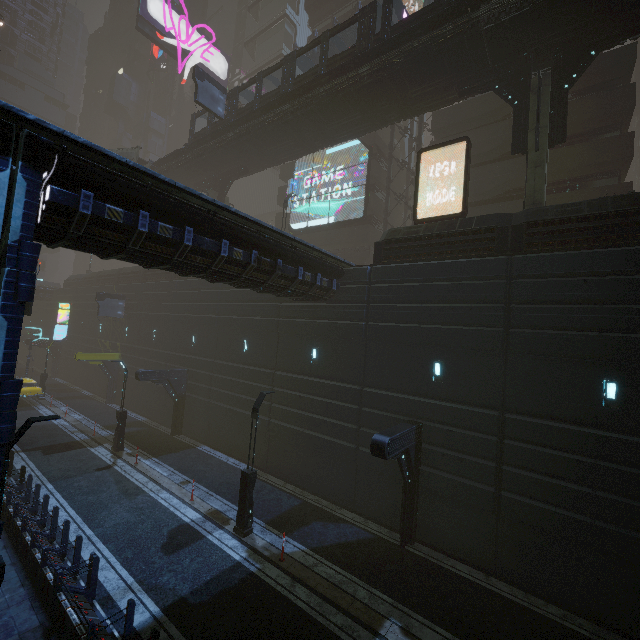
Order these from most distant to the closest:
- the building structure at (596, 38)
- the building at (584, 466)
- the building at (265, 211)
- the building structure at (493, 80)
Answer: the building at (265, 211) → the building structure at (493, 80) → the building structure at (596, 38) → the building at (584, 466)

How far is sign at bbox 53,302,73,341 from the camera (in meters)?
39.91

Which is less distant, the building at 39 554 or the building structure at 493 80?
the building at 39 554

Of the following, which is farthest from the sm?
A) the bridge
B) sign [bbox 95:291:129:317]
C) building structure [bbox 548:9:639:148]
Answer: sign [bbox 95:291:129:317]

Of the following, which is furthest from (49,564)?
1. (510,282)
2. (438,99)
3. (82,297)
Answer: (82,297)

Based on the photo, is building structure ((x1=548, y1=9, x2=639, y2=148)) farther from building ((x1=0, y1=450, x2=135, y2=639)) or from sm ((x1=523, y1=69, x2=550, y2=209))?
building ((x1=0, y1=450, x2=135, y2=639))

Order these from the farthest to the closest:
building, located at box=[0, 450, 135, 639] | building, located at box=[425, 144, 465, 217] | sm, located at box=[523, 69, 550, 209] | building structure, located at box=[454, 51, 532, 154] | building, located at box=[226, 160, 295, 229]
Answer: building, located at box=[226, 160, 295, 229] < building, located at box=[425, 144, 465, 217] < building structure, located at box=[454, 51, 532, 154] < sm, located at box=[523, 69, 550, 209] < building, located at box=[0, 450, 135, 639]
